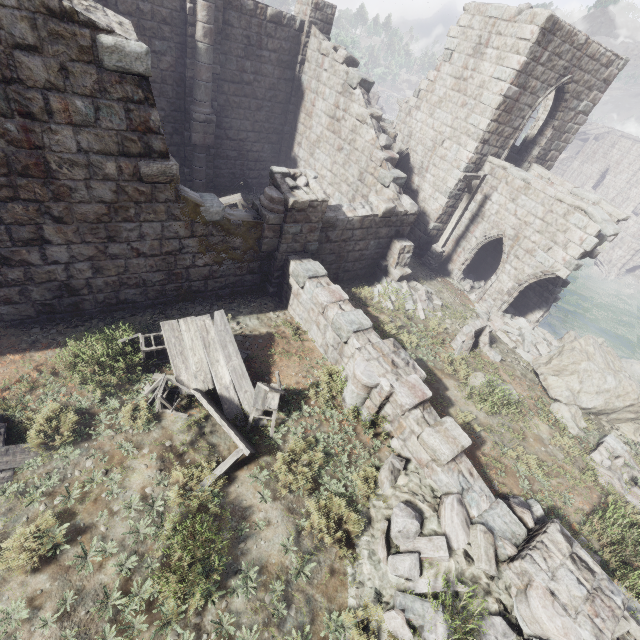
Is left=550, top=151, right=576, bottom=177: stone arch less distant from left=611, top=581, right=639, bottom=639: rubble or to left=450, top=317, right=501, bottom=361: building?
left=450, top=317, right=501, bottom=361: building

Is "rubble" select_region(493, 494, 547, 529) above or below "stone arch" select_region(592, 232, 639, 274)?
above

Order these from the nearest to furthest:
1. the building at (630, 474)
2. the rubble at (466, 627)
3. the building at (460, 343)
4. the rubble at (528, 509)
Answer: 1. the rubble at (466, 627)
2. the rubble at (528, 509)
3. the building at (630, 474)
4. the building at (460, 343)

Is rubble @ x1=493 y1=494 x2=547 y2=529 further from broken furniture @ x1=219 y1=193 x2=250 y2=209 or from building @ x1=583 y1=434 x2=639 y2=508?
broken furniture @ x1=219 y1=193 x2=250 y2=209

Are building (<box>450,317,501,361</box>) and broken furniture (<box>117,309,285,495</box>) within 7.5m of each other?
yes

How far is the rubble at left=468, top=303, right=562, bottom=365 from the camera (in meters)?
12.57

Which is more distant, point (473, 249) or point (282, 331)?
point (473, 249)

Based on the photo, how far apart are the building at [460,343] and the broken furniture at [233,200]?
9.9 meters
